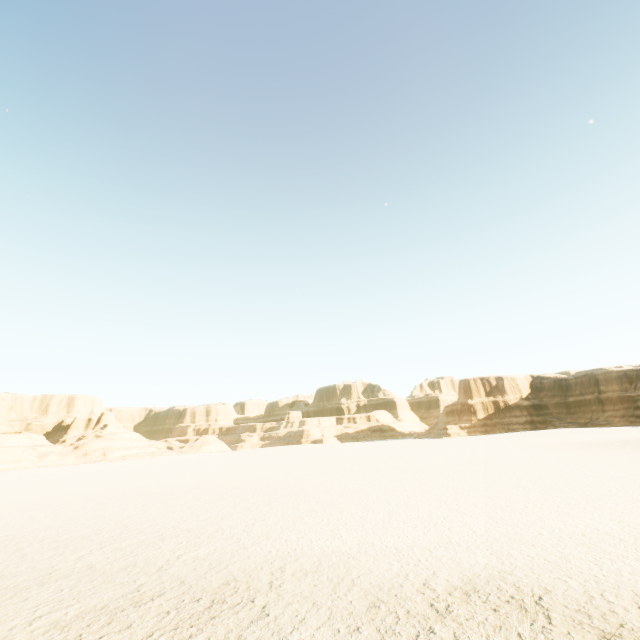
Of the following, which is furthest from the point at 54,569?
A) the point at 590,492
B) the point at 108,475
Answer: the point at 108,475
